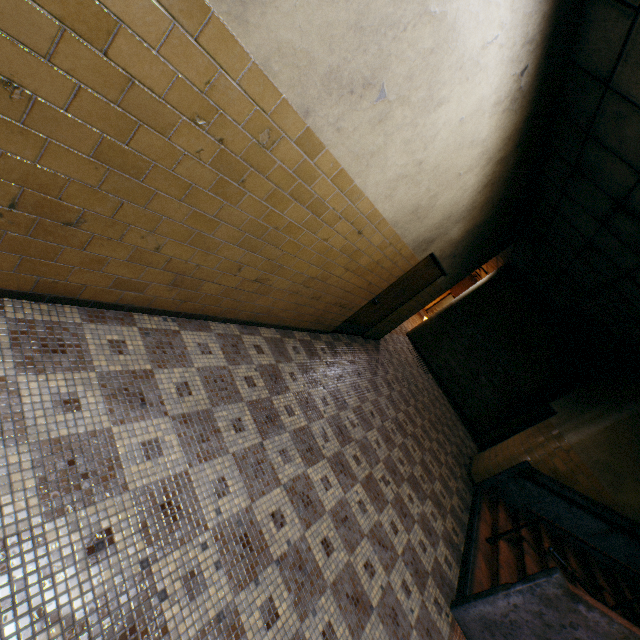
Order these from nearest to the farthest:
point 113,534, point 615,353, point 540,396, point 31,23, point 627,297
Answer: point 31,23 → point 113,534 → point 627,297 → point 615,353 → point 540,396

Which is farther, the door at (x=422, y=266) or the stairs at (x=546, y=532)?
the door at (x=422, y=266)

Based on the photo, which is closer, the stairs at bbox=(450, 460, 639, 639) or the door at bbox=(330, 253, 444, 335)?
the stairs at bbox=(450, 460, 639, 639)

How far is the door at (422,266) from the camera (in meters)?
5.53

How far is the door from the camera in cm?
553
